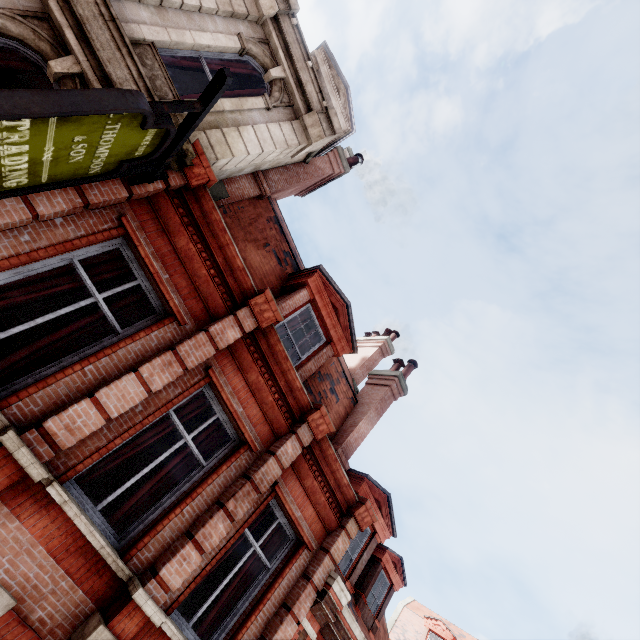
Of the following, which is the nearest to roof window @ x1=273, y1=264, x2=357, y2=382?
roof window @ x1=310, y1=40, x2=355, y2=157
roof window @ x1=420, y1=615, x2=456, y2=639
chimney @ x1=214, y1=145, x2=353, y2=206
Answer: chimney @ x1=214, y1=145, x2=353, y2=206

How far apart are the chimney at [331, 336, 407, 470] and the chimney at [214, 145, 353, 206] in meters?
6.8

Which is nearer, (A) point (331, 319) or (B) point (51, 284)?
(B) point (51, 284)

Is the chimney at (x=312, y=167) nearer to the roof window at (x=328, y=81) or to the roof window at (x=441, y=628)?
the roof window at (x=328, y=81)

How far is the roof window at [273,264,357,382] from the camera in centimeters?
761cm

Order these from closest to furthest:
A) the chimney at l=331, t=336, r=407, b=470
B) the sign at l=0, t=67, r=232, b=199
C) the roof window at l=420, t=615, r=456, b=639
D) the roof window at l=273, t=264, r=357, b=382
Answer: the sign at l=0, t=67, r=232, b=199 → the roof window at l=273, t=264, r=357, b=382 → the chimney at l=331, t=336, r=407, b=470 → the roof window at l=420, t=615, r=456, b=639

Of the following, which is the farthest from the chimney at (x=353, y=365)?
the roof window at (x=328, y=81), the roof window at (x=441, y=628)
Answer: the roof window at (x=441, y=628)

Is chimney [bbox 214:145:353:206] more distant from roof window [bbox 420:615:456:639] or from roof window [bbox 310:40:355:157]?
roof window [bbox 420:615:456:639]
